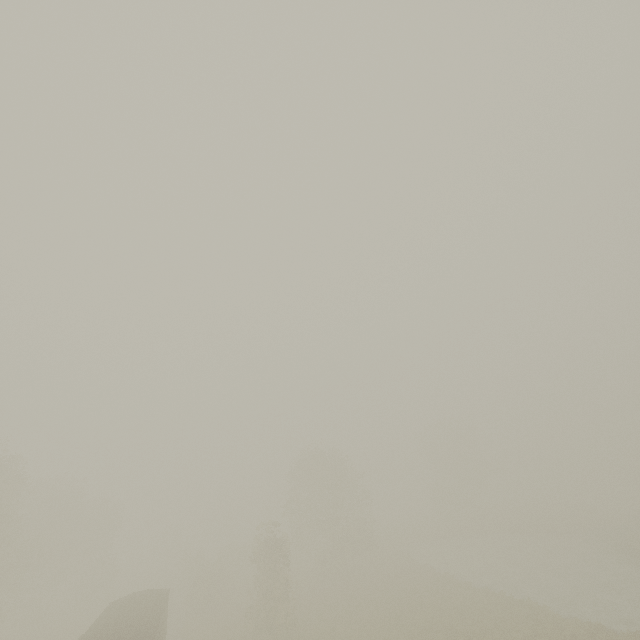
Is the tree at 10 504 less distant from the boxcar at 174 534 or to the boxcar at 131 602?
the boxcar at 131 602

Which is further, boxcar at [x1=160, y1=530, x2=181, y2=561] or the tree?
boxcar at [x1=160, y1=530, x2=181, y2=561]

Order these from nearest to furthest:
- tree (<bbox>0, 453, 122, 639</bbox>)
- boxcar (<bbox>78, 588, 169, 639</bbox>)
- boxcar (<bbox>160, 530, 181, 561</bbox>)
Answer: boxcar (<bbox>78, 588, 169, 639</bbox>) → tree (<bbox>0, 453, 122, 639</bbox>) → boxcar (<bbox>160, 530, 181, 561</bbox>)

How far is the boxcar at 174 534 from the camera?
58.1 meters

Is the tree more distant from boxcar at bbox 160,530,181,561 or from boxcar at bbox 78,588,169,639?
boxcar at bbox 160,530,181,561

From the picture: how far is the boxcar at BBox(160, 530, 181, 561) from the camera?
58.12m

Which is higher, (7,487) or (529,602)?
(7,487)

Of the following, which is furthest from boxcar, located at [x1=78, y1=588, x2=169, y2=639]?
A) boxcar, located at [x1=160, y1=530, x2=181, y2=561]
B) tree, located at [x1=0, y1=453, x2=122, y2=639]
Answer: boxcar, located at [x1=160, y1=530, x2=181, y2=561]
